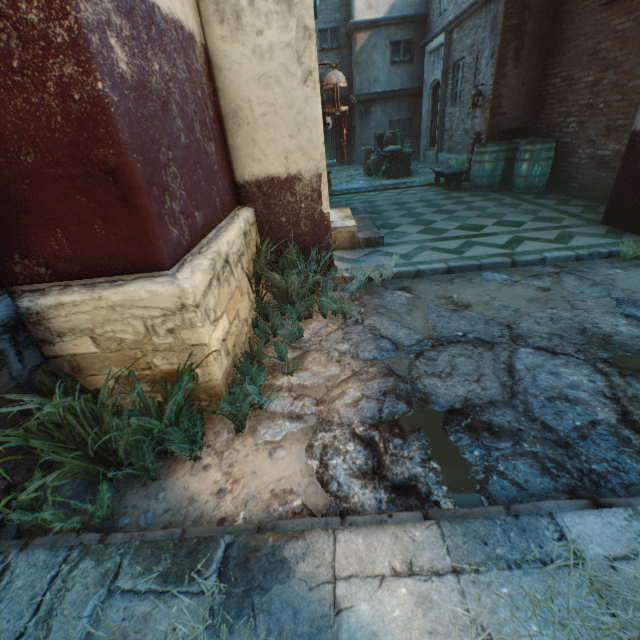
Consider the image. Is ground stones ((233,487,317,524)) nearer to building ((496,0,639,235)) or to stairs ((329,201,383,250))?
building ((496,0,639,235))

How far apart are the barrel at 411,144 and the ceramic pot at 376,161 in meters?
4.8 m

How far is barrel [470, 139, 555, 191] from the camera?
6.7m

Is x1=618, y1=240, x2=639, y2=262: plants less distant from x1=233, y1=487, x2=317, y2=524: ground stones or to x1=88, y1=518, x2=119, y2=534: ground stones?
x1=233, y1=487, x2=317, y2=524: ground stones

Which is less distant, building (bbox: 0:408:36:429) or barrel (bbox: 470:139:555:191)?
building (bbox: 0:408:36:429)

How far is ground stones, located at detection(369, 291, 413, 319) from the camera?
3.1 meters

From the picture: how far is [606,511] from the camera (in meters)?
1.36

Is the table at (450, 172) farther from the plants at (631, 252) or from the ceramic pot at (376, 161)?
the plants at (631, 252)
